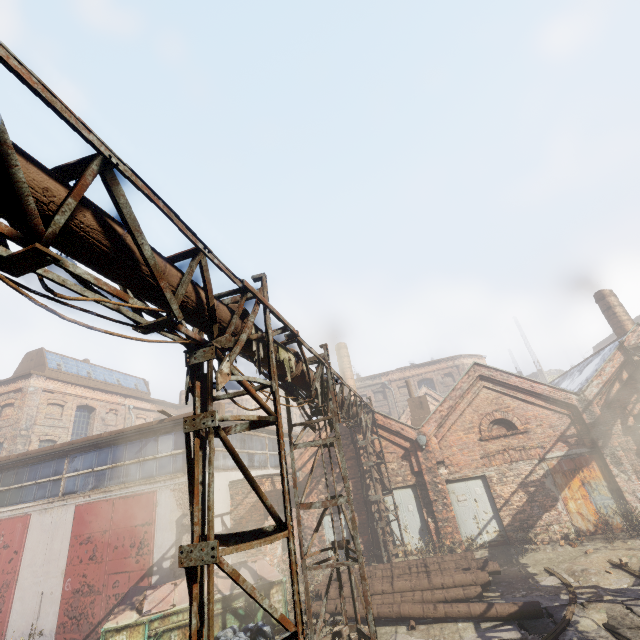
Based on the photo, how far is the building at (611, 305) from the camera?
16.4m

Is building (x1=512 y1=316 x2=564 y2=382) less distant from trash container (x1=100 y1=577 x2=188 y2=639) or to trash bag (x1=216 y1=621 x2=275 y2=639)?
trash container (x1=100 y1=577 x2=188 y2=639)

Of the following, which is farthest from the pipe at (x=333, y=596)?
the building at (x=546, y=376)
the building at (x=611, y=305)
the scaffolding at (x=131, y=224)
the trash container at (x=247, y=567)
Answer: the building at (x=546, y=376)

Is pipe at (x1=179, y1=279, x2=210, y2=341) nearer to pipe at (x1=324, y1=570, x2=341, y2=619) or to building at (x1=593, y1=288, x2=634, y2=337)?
pipe at (x1=324, y1=570, x2=341, y2=619)

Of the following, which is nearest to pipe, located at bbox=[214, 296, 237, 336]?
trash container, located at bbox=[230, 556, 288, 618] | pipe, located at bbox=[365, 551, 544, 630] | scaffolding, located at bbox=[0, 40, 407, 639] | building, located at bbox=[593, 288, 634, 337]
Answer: scaffolding, located at bbox=[0, 40, 407, 639]

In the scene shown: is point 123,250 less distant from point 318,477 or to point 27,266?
point 27,266

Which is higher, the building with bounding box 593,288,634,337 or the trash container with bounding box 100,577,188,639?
the building with bounding box 593,288,634,337

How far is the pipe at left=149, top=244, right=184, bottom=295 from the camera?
3.5 meters
